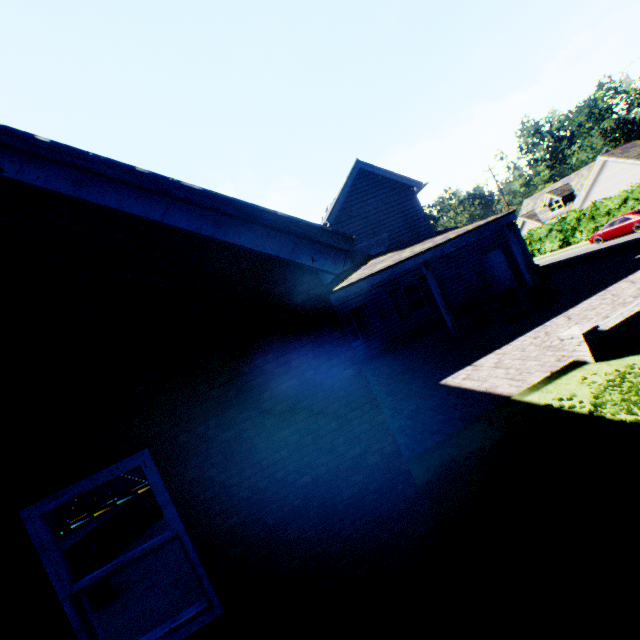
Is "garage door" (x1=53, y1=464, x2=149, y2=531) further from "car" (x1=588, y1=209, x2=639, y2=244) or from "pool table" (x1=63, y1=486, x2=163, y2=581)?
"car" (x1=588, y1=209, x2=639, y2=244)

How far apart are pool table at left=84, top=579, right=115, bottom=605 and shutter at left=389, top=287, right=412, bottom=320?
13.9 meters

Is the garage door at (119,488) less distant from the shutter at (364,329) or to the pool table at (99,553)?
the pool table at (99,553)

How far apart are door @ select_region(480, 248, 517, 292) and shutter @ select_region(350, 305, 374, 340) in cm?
725

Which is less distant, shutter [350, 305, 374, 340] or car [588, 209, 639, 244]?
shutter [350, 305, 374, 340]

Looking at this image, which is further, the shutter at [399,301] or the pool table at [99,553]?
the shutter at [399,301]

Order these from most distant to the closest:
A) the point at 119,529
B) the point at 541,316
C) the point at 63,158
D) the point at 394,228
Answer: the point at 394,228, the point at 541,316, the point at 119,529, the point at 63,158

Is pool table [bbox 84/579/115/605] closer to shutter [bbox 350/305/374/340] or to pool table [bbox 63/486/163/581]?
pool table [bbox 63/486/163/581]
